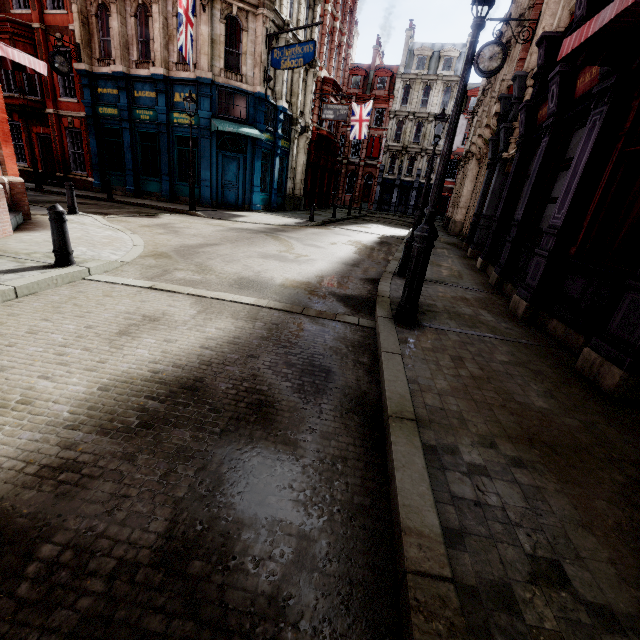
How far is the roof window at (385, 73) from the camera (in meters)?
41.47

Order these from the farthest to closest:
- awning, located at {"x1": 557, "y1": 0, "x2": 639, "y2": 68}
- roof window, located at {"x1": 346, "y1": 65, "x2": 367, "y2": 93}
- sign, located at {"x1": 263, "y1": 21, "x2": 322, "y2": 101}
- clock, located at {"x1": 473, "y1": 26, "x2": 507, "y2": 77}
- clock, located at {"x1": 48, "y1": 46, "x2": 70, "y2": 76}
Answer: roof window, located at {"x1": 346, "y1": 65, "x2": 367, "y2": 93} < clock, located at {"x1": 48, "y1": 46, "x2": 70, "y2": 76} < sign, located at {"x1": 263, "y1": 21, "x2": 322, "y2": 101} < clock, located at {"x1": 473, "y1": 26, "x2": 507, "y2": 77} < awning, located at {"x1": 557, "y1": 0, "x2": 639, "y2": 68}

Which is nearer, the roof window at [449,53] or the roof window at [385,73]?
the roof window at [449,53]

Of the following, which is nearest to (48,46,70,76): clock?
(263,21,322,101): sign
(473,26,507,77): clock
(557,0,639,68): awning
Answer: (263,21,322,101): sign

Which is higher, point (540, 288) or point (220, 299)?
point (540, 288)

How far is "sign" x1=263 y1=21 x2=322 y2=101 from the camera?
14.7m

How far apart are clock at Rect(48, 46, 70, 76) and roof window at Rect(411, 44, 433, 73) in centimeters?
3790cm

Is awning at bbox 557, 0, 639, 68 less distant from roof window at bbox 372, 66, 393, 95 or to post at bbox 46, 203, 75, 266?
post at bbox 46, 203, 75, 266
